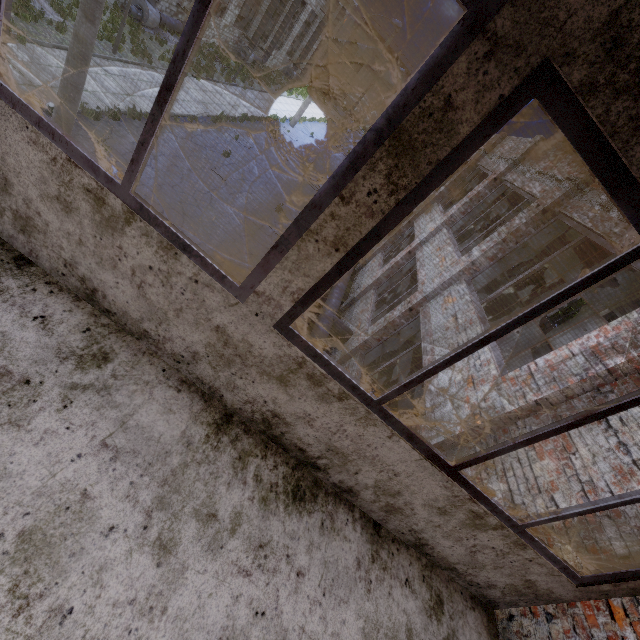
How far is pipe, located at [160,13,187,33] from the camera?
19.08m

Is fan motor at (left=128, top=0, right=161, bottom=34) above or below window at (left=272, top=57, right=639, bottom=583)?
below

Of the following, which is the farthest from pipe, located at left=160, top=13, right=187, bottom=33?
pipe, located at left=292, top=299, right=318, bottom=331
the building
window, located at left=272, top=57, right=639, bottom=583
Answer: window, located at left=272, top=57, right=639, bottom=583

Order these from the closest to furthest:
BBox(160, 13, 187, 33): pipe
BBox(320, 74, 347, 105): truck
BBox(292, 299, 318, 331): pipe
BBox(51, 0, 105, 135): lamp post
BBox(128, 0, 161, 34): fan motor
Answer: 1. BBox(51, 0, 105, 135): lamp post
2. BBox(292, 299, 318, 331): pipe
3. BBox(128, 0, 161, 34): fan motor
4. BBox(160, 13, 187, 33): pipe
5. BBox(320, 74, 347, 105): truck

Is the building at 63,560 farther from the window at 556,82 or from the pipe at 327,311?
the pipe at 327,311

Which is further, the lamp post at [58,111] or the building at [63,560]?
the lamp post at [58,111]

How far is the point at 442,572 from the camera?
2.70m

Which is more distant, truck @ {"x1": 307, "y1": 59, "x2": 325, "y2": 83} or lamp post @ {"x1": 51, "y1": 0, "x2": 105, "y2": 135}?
truck @ {"x1": 307, "y1": 59, "x2": 325, "y2": 83}
